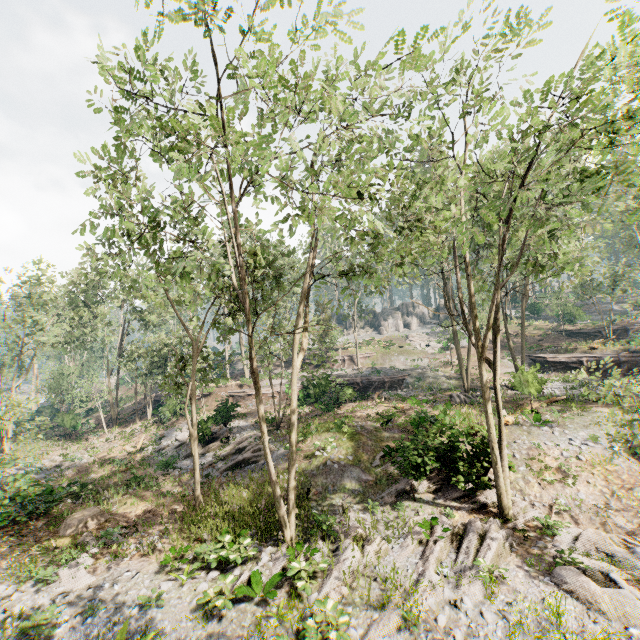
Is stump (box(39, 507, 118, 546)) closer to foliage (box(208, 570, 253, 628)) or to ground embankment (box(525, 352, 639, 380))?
foliage (box(208, 570, 253, 628))

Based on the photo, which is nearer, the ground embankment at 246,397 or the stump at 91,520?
the stump at 91,520

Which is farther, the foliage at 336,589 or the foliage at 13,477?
the foliage at 13,477

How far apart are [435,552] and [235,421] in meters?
21.2

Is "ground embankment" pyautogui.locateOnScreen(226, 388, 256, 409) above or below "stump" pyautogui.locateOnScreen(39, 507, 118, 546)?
above

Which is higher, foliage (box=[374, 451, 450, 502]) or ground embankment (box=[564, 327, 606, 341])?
ground embankment (box=[564, 327, 606, 341])

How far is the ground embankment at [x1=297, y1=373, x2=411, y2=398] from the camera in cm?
2802

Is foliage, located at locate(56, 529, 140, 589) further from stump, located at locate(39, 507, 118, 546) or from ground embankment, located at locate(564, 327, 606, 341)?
ground embankment, located at locate(564, 327, 606, 341)
